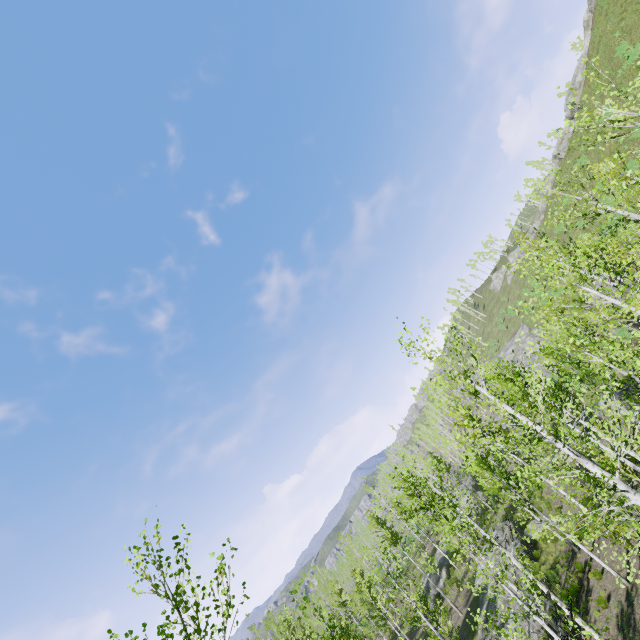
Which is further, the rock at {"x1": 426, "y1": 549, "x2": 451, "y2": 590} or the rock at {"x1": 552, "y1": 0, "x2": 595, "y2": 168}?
the rock at {"x1": 552, "y1": 0, "x2": 595, "y2": 168}

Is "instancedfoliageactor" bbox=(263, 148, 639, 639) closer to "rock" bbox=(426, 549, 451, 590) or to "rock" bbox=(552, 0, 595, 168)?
"rock" bbox=(426, 549, 451, 590)

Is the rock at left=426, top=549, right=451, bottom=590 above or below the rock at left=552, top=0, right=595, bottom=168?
below

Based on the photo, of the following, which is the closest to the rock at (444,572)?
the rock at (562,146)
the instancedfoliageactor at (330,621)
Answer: the instancedfoliageactor at (330,621)

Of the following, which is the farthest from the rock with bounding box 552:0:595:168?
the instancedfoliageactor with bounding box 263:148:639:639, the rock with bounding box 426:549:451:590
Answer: the rock with bounding box 426:549:451:590

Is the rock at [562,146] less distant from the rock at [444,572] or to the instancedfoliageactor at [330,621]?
the instancedfoliageactor at [330,621]

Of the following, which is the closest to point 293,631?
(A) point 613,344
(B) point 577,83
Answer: (A) point 613,344

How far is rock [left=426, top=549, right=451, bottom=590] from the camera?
33.6 meters
